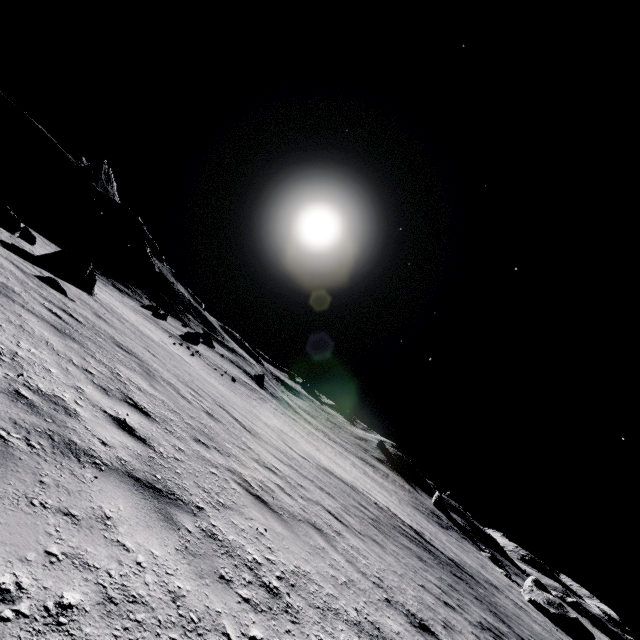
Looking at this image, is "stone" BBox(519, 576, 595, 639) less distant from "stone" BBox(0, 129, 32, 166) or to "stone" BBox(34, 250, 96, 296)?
"stone" BBox(34, 250, 96, 296)

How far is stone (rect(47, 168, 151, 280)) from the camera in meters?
50.6 m

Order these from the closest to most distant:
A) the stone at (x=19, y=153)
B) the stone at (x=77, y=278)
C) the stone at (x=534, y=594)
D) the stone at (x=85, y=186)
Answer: the stone at (x=77, y=278) < the stone at (x=534, y=594) < the stone at (x=19, y=153) < the stone at (x=85, y=186)

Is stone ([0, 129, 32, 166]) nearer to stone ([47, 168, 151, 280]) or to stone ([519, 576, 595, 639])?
stone ([47, 168, 151, 280])

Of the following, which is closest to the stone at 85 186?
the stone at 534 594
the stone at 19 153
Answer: the stone at 19 153

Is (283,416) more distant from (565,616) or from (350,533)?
(565,616)

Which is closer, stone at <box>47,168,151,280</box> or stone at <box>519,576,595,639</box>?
stone at <box>519,576,595,639</box>
